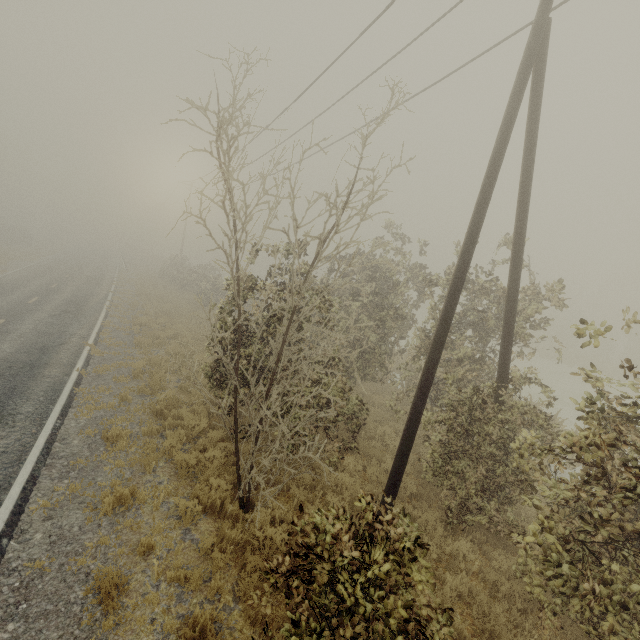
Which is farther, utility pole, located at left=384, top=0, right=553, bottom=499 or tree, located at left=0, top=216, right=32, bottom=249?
tree, located at left=0, top=216, right=32, bottom=249

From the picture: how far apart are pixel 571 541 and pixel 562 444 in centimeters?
138cm

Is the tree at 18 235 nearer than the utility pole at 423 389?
No
